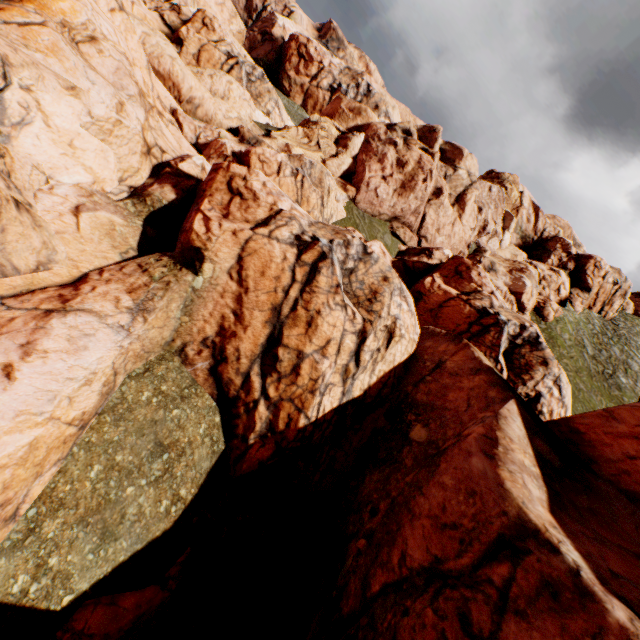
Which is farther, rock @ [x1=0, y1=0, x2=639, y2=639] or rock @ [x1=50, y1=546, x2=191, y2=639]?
rock @ [x1=0, y1=0, x2=639, y2=639]

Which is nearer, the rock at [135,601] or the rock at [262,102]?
the rock at [135,601]

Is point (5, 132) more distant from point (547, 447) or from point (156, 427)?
point (547, 447)

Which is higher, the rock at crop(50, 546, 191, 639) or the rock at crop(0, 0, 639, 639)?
the rock at crop(0, 0, 639, 639)

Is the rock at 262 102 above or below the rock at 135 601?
above
